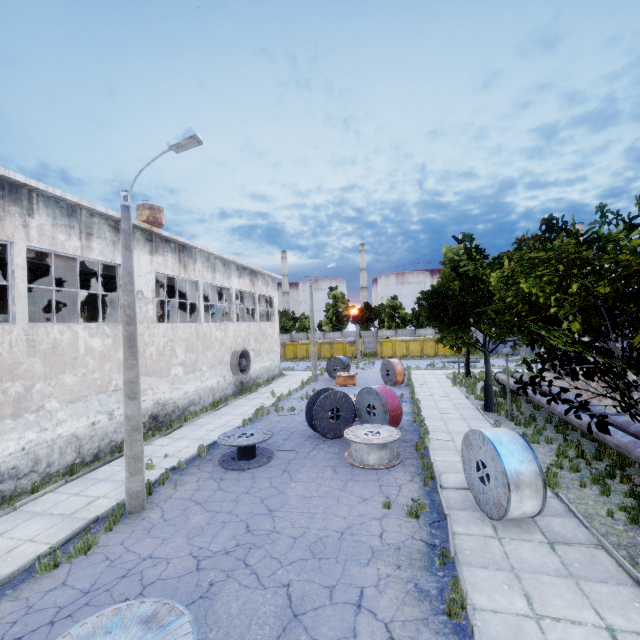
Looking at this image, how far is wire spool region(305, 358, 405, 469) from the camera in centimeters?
1107cm

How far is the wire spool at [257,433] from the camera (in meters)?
11.36

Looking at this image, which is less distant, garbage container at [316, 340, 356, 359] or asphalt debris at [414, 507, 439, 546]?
asphalt debris at [414, 507, 439, 546]

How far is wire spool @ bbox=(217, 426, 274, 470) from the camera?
11.36m

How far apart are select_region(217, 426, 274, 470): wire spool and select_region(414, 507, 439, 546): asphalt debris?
5.0m

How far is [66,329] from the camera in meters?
11.7

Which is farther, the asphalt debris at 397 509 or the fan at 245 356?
the fan at 245 356

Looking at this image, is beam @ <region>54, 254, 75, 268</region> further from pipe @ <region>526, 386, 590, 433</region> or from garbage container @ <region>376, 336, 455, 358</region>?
pipe @ <region>526, 386, 590, 433</region>
